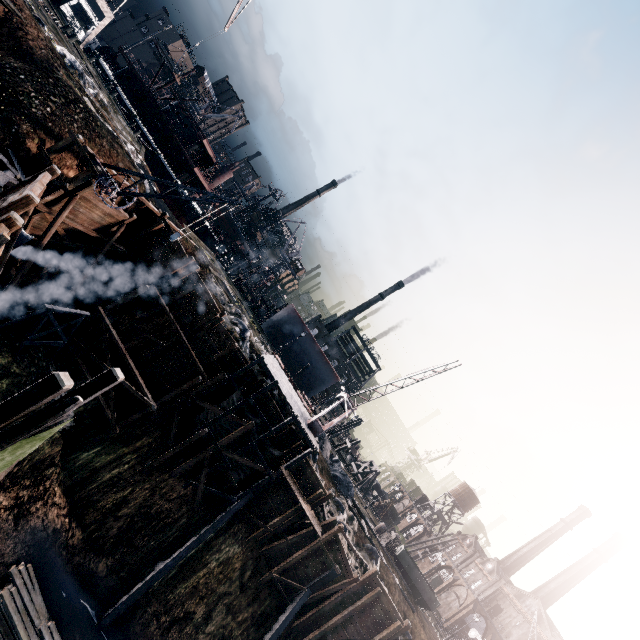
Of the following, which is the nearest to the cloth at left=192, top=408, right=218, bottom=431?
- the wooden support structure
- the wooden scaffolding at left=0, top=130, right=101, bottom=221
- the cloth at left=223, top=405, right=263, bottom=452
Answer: the cloth at left=223, top=405, right=263, bottom=452

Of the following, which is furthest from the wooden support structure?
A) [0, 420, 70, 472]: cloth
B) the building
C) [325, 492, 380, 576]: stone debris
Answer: the building

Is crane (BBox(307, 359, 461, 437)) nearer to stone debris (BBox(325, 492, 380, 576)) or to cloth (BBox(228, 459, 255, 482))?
stone debris (BBox(325, 492, 380, 576))

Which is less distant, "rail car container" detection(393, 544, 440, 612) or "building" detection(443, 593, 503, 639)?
"rail car container" detection(393, 544, 440, 612)

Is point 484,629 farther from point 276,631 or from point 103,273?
point 103,273

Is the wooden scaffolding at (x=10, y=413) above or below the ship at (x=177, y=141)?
below

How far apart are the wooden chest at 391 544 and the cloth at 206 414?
29.3m

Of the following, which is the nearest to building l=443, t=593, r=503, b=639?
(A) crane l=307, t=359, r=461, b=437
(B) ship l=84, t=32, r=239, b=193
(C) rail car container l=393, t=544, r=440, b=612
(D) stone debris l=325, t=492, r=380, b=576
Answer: (C) rail car container l=393, t=544, r=440, b=612
